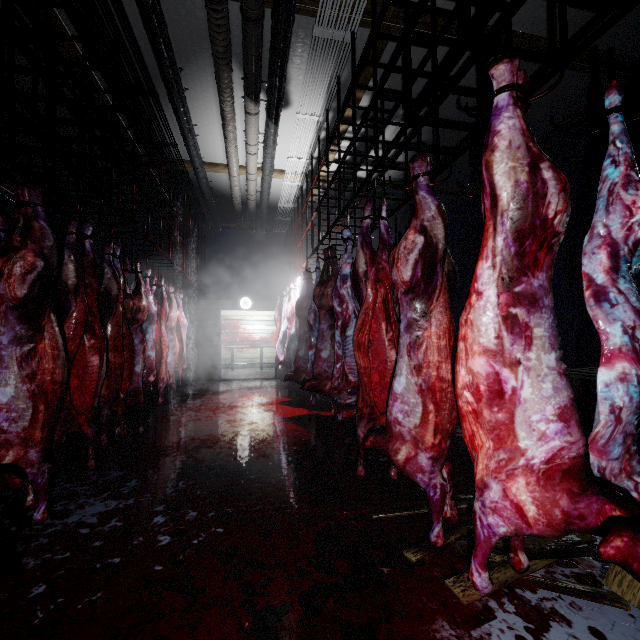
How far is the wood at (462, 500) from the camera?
2.1m

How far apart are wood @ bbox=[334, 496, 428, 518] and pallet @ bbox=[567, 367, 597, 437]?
0.80m

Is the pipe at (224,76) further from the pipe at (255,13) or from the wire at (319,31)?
the wire at (319,31)

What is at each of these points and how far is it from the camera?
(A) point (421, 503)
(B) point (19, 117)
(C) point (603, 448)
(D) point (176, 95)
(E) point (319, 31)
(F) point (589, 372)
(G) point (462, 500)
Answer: (A) wood, 2.2 meters
(B) rig, 1.6 meters
(C) meat, 1.1 meters
(D) pipe, 3.9 meters
(E) wire, 3.1 meters
(F) pallet, 3.1 meters
(G) wood, 2.2 meters

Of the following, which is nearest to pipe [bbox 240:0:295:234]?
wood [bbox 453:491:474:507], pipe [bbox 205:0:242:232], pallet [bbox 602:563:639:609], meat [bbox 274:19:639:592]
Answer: pipe [bbox 205:0:242:232]

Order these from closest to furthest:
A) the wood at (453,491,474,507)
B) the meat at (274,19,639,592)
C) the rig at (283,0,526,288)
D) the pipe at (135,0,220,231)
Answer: the meat at (274,19,639,592) → the rig at (283,0,526,288) → the wood at (453,491,474,507) → the pipe at (135,0,220,231)

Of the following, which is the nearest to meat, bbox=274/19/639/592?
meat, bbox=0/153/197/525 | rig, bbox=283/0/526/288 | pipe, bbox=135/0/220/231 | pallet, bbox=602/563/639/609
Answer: rig, bbox=283/0/526/288

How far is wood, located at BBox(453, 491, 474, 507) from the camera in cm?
213
